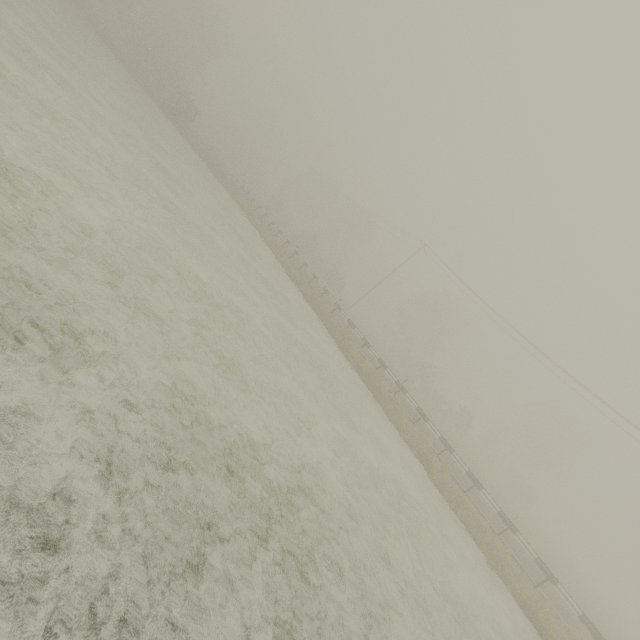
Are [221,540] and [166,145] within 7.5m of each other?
no
